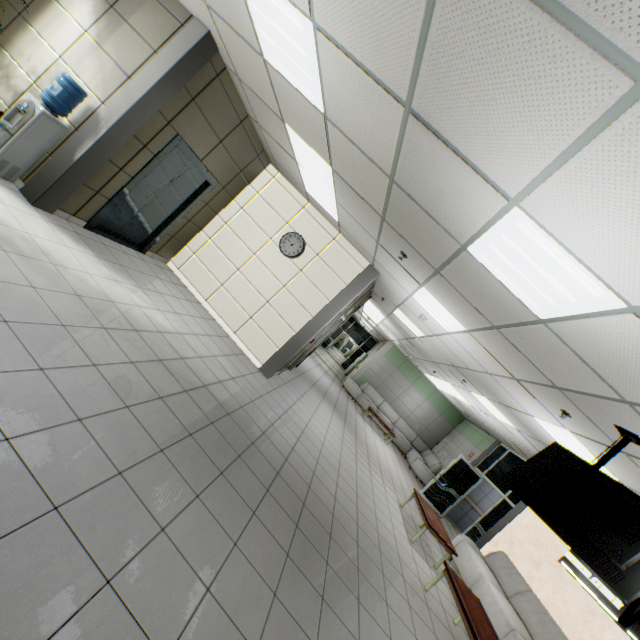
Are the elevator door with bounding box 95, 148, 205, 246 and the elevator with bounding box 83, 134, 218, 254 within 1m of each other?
yes

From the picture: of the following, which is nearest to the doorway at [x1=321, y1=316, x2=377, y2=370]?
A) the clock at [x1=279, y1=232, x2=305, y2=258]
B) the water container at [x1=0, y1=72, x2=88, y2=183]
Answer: the clock at [x1=279, y1=232, x2=305, y2=258]

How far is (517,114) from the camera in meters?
1.7

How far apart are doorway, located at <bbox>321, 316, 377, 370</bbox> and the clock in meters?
16.5

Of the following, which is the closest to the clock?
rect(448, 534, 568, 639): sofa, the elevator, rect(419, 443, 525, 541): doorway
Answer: the elevator

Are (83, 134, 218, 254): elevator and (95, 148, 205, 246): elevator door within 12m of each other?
yes

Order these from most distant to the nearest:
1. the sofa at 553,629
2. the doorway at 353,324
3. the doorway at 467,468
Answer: the doorway at 353,324, the doorway at 467,468, the sofa at 553,629

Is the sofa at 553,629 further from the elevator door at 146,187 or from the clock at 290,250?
the elevator door at 146,187
